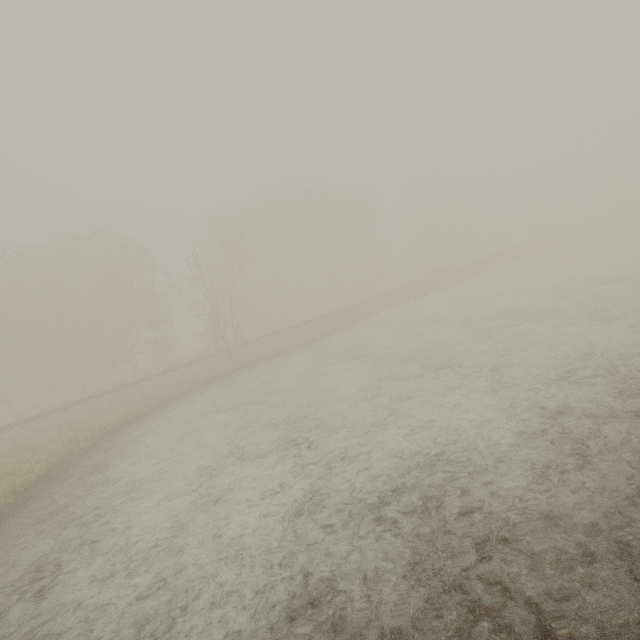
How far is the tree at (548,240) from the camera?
37.6 meters

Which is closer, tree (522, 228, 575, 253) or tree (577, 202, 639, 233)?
tree (522, 228, 575, 253)

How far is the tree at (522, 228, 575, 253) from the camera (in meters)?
37.58

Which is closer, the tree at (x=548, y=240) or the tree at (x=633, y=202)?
the tree at (x=548, y=240)

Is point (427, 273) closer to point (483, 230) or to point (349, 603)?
point (349, 603)
